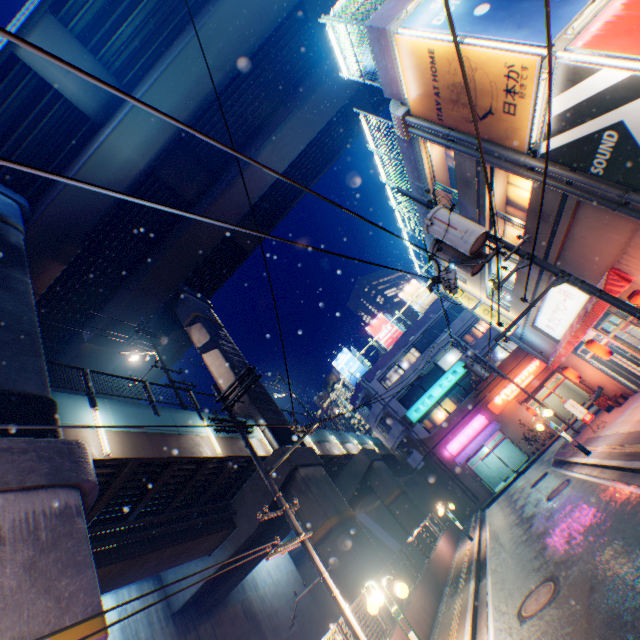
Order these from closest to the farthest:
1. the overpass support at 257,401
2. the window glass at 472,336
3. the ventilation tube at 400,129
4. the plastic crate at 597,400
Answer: the ventilation tube at 400,129 → the plastic crate at 597,400 → the overpass support at 257,401 → the window glass at 472,336

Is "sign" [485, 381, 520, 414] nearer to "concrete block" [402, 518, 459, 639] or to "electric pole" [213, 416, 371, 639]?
"concrete block" [402, 518, 459, 639]

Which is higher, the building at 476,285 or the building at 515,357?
the building at 476,285

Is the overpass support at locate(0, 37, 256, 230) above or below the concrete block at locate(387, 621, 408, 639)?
above

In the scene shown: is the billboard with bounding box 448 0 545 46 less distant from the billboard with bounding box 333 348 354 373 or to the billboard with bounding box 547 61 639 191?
the billboard with bounding box 547 61 639 191

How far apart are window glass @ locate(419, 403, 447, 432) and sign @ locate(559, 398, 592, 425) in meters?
15.1

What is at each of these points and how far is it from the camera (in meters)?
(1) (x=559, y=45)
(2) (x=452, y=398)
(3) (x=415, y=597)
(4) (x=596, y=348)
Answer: (1) building, 6.72
(2) window glass, 31.91
(3) concrete block, 11.93
(4) street lamp, 13.55

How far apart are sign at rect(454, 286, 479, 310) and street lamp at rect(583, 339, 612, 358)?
7.43m
